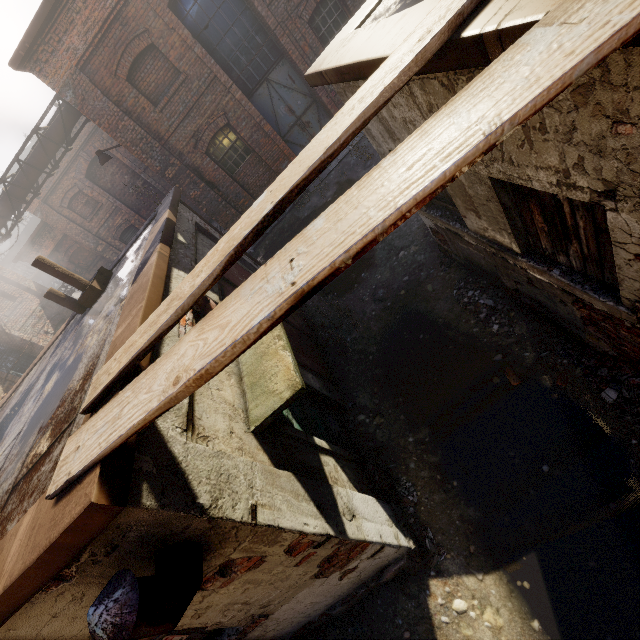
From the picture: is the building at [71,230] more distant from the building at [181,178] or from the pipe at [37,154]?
the building at [181,178]

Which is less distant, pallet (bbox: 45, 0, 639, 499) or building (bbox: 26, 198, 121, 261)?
pallet (bbox: 45, 0, 639, 499)

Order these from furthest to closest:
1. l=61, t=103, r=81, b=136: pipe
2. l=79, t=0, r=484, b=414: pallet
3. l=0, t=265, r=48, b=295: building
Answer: l=0, t=265, r=48, b=295: building
l=61, t=103, r=81, b=136: pipe
l=79, t=0, r=484, b=414: pallet

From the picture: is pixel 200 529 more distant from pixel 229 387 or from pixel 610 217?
pixel 610 217

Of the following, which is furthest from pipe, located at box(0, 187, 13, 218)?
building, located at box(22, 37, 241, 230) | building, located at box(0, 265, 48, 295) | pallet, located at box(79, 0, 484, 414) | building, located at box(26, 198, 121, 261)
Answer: pallet, located at box(79, 0, 484, 414)

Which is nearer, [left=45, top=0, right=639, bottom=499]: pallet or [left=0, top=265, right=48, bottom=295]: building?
[left=45, top=0, right=639, bottom=499]: pallet

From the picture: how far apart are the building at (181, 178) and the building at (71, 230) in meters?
9.7

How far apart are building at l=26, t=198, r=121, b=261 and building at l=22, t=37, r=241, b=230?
9.69m
